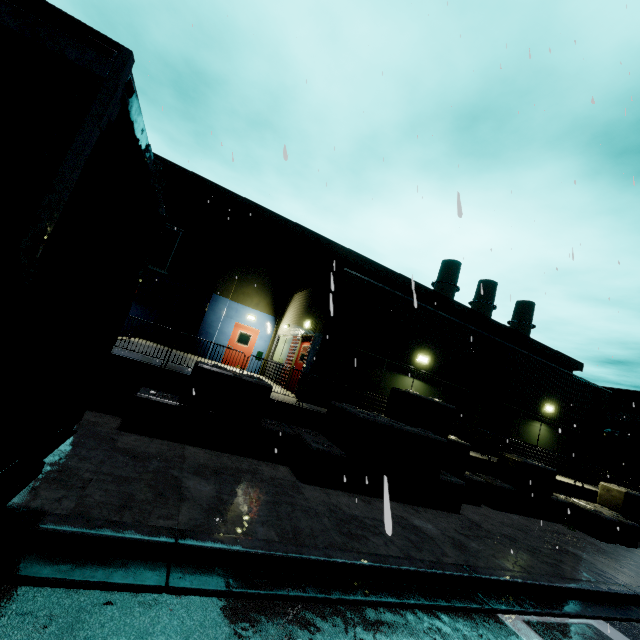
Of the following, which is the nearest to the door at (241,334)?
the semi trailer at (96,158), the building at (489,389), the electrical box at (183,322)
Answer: the building at (489,389)

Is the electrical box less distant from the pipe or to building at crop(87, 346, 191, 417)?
building at crop(87, 346, 191, 417)

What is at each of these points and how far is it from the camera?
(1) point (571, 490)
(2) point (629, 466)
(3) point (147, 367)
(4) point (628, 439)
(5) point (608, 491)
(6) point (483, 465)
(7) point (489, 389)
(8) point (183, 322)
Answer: (1) building, 13.7 meters
(2) cargo container, 27.9 meters
(3) building, 8.1 meters
(4) pipe, 31.1 meters
(5) concrete block, 14.0 meters
(6) building, 12.0 meters
(7) building, 14.3 meters
(8) electrical box, 17.4 meters

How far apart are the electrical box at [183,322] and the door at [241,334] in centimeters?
206cm

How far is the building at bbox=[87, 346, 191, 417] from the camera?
7.7m

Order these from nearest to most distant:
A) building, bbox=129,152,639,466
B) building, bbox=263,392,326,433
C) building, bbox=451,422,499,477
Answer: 1. building, bbox=263,392,326,433
2. building, bbox=451,422,499,477
3. building, bbox=129,152,639,466

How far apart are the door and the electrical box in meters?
2.1 m
